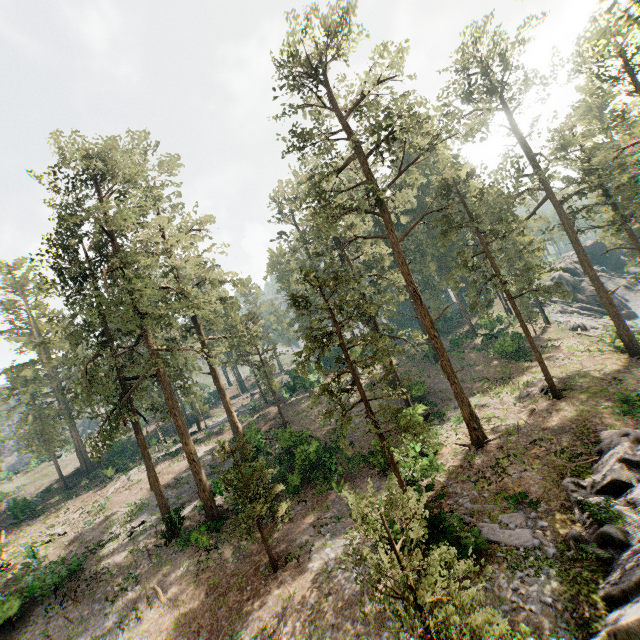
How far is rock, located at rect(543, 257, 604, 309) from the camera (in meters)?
48.94

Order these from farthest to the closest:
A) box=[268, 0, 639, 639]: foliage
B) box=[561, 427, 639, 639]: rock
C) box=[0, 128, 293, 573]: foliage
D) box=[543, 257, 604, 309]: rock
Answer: box=[543, 257, 604, 309]: rock → box=[0, 128, 293, 573]: foliage → box=[561, 427, 639, 639]: rock → box=[268, 0, 639, 639]: foliage

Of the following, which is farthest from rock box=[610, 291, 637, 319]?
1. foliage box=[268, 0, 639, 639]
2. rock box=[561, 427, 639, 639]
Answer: rock box=[561, 427, 639, 639]

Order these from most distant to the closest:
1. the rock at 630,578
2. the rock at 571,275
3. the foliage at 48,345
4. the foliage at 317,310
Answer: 1. the rock at 571,275
2. the foliage at 48,345
3. the rock at 630,578
4. the foliage at 317,310

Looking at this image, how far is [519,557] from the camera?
12.5m

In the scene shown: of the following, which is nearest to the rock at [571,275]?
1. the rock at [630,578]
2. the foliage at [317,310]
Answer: the foliage at [317,310]

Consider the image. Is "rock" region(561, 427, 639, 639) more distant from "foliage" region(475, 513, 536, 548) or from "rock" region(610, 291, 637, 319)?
"rock" region(610, 291, 637, 319)
